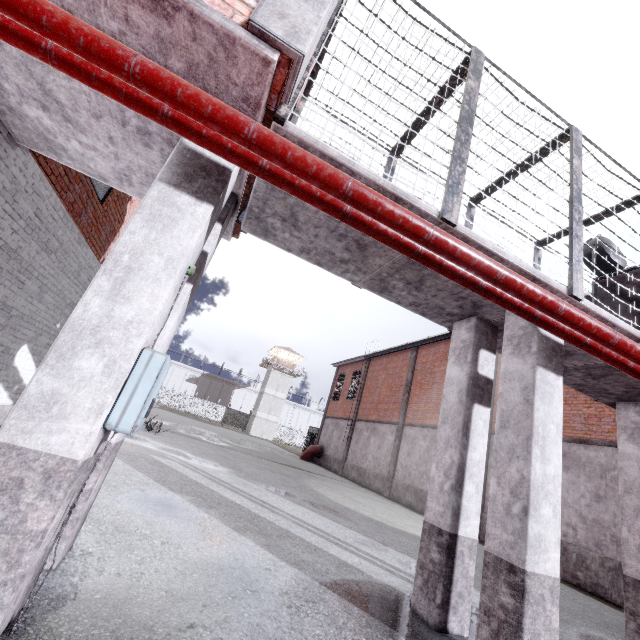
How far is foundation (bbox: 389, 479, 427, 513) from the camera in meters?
15.2

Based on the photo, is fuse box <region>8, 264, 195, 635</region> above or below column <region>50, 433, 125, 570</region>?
above

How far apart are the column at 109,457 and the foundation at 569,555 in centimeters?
1206cm

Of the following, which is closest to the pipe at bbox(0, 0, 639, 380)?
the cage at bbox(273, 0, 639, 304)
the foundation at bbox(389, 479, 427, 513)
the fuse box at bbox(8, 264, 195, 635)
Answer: the cage at bbox(273, 0, 639, 304)

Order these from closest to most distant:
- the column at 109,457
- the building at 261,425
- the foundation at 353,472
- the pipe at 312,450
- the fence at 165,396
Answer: the column at 109,457, the foundation at 353,472, the pipe at 312,450, the building at 261,425, the fence at 165,396

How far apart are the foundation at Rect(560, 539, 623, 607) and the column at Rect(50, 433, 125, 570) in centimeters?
1206cm

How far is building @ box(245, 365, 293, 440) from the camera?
52.8 meters

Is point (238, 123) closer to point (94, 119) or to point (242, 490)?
point (94, 119)
